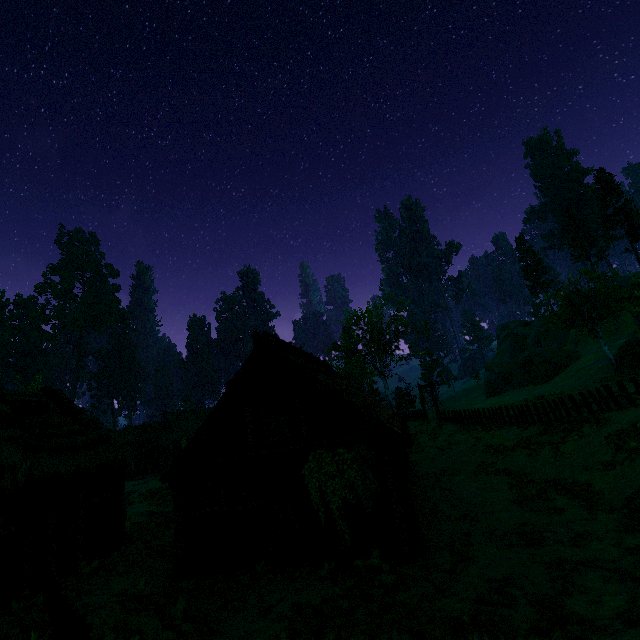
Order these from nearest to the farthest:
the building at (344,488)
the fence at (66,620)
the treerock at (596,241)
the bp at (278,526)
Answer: the fence at (66,620)
the building at (344,488)
the bp at (278,526)
the treerock at (596,241)

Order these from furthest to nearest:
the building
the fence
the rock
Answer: the rock → the building → the fence

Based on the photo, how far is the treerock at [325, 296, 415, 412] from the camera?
39.2m

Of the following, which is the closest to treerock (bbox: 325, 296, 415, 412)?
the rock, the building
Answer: the building

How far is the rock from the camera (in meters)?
42.38

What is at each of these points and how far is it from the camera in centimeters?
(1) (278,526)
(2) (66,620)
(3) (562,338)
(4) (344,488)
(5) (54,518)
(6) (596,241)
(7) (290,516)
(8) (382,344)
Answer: (1) bp, 1082cm
(2) fence, 495cm
(3) rock, 4975cm
(4) building, 1055cm
(5) bp, 1049cm
(6) treerock, 5434cm
(7) bp, 1092cm
(8) treerock, 3841cm

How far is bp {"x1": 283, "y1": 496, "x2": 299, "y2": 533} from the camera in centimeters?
1080cm

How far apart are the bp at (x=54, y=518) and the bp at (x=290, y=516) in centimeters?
733cm
